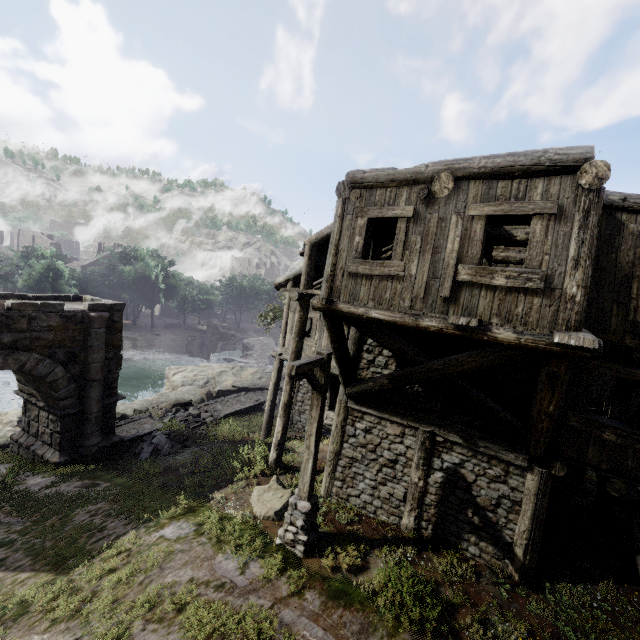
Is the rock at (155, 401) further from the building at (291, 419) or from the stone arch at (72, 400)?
the building at (291, 419)

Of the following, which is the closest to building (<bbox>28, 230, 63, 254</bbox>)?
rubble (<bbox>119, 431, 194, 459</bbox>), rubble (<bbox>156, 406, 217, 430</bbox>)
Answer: rubble (<bbox>119, 431, 194, 459</bbox>)

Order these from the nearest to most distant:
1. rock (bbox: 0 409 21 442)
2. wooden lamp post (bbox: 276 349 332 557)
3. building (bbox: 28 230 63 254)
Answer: wooden lamp post (bbox: 276 349 332 557) → rock (bbox: 0 409 21 442) → building (bbox: 28 230 63 254)

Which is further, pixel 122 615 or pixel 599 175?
pixel 122 615

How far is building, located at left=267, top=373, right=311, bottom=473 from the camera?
10.9 meters

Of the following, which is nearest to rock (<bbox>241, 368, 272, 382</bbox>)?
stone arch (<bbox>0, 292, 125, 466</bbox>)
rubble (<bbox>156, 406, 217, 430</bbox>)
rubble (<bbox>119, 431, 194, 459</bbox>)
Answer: rubble (<bbox>156, 406, 217, 430</bbox>)

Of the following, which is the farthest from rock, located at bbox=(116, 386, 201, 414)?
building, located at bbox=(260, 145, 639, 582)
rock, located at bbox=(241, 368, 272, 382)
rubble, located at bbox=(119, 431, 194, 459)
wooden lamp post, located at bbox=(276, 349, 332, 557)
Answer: wooden lamp post, located at bbox=(276, 349, 332, 557)

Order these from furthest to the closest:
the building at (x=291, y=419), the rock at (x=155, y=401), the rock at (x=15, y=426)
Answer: the rock at (x=155, y=401), the rock at (x=15, y=426), the building at (x=291, y=419)
